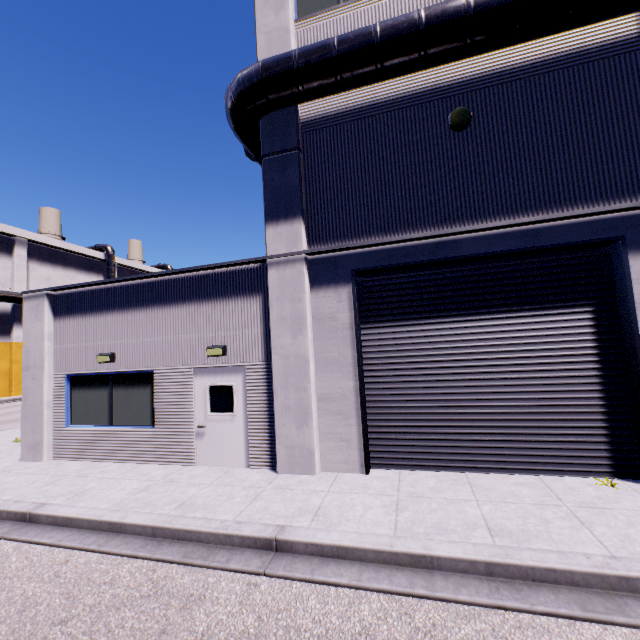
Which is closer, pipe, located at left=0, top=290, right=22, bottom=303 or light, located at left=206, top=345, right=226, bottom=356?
light, located at left=206, top=345, right=226, bottom=356

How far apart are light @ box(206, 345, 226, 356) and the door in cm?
24

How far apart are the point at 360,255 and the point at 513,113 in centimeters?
415cm

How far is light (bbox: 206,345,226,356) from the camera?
7.8m

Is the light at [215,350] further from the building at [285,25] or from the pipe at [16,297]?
the pipe at [16,297]

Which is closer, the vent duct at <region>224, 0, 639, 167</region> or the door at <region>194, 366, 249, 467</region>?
the vent duct at <region>224, 0, 639, 167</region>

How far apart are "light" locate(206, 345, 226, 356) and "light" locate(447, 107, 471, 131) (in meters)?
7.02

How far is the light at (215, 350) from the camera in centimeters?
777cm
